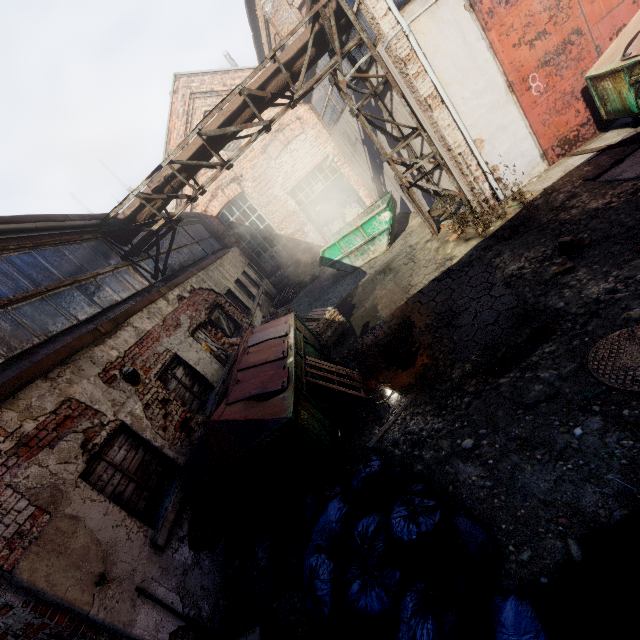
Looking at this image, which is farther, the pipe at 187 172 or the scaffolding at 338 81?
the pipe at 187 172

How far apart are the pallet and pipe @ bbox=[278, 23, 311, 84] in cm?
415

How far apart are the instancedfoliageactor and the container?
6.51m

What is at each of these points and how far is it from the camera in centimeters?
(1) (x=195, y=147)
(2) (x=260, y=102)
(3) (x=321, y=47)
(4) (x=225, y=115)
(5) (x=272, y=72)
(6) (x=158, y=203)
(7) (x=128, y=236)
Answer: (1) pipe, 788cm
(2) pipe, 771cm
(3) pipe, 748cm
(4) pipe, 771cm
(5) pipe, 749cm
(6) pipe, 825cm
(7) pipe, 848cm

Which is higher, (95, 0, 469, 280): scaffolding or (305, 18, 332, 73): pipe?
(305, 18, 332, 73): pipe

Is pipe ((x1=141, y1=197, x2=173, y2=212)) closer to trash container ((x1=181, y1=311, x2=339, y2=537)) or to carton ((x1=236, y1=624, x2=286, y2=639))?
trash container ((x1=181, y1=311, x2=339, y2=537))

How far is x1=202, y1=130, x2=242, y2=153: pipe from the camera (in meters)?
7.84

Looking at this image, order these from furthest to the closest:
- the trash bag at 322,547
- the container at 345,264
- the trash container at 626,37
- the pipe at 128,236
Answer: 1. the container at 345,264
2. the pipe at 128,236
3. the trash container at 626,37
4. the trash bag at 322,547
